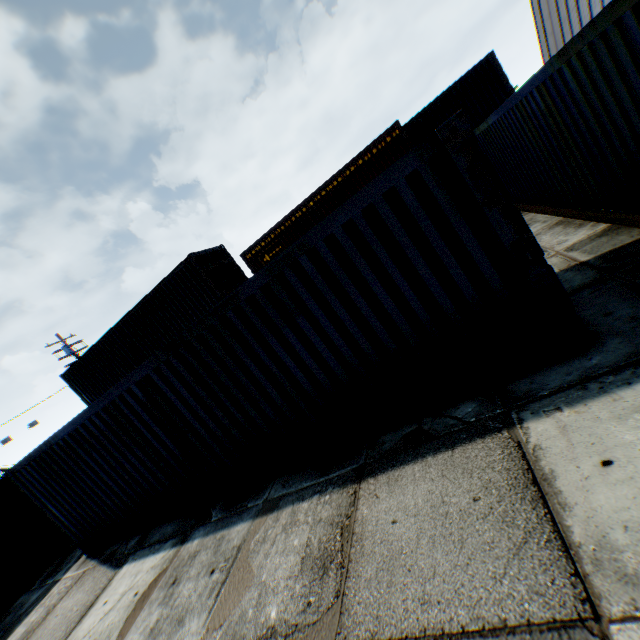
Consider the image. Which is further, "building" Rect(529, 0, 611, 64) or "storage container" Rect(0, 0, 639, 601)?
"building" Rect(529, 0, 611, 64)

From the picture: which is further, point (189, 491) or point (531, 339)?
point (189, 491)

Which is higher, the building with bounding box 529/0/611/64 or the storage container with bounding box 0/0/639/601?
the building with bounding box 529/0/611/64

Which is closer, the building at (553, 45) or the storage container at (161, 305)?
the storage container at (161, 305)

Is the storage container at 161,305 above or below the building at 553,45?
below
